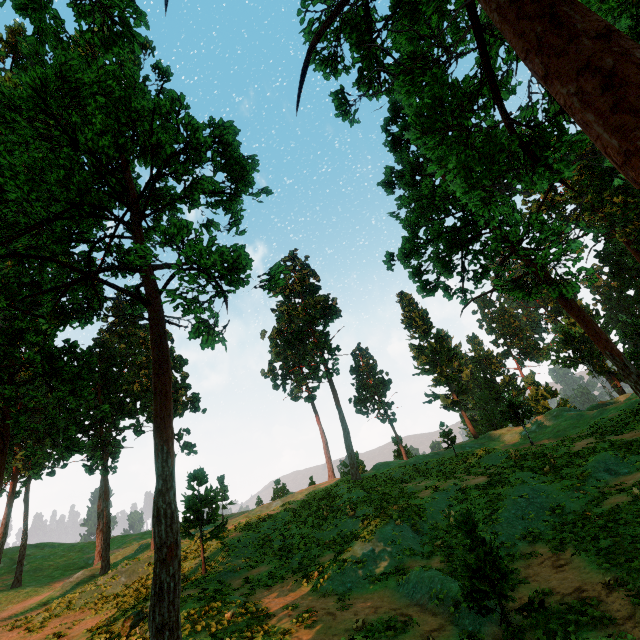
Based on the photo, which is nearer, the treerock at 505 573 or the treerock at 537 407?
the treerock at 505 573

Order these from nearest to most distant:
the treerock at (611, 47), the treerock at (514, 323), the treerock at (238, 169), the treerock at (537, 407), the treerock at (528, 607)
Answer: the treerock at (611, 47) → the treerock at (238, 169) → the treerock at (528, 607) → the treerock at (537, 407) → the treerock at (514, 323)

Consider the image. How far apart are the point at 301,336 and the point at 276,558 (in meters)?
23.50

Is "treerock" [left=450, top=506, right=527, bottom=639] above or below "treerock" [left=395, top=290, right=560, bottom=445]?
below

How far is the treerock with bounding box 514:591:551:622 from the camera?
8.1 meters

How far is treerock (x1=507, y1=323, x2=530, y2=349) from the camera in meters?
57.4

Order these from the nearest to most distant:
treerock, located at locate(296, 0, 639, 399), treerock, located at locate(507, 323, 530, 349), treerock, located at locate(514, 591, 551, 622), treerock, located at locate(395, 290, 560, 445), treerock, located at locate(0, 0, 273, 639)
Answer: treerock, located at locate(296, 0, 639, 399)
treerock, located at locate(0, 0, 273, 639)
treerock, located at locate(514, 591, 551, 622)
treerock, located at locate(395, 290, 560, 445)
treerock, located at locate(507, 323, 530, 349)
